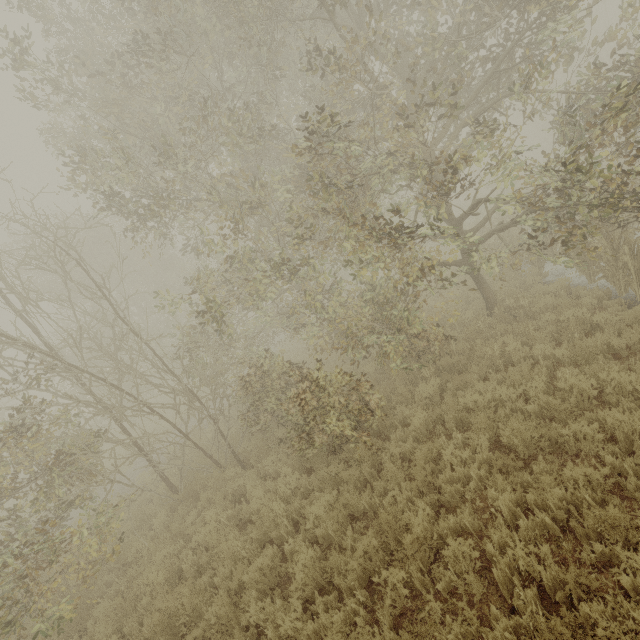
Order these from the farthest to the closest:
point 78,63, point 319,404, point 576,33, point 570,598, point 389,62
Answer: point 78,63
point 389,62
point 319,404
point 576,33
point 570,598
